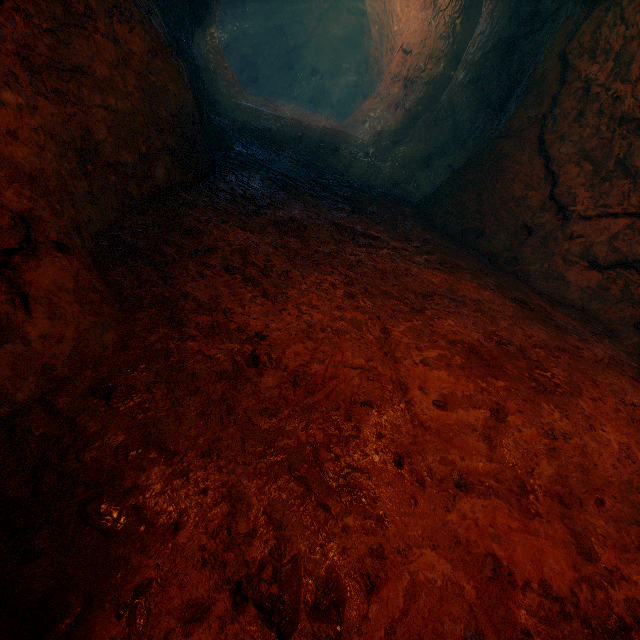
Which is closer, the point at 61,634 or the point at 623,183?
the point at 61,634
